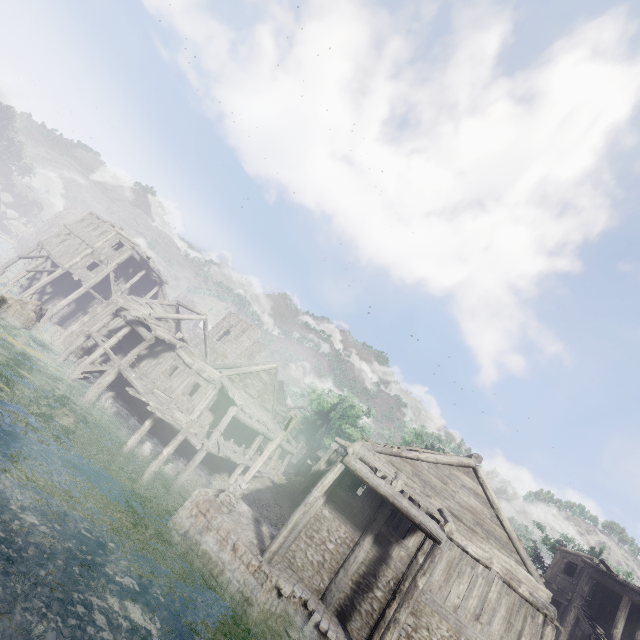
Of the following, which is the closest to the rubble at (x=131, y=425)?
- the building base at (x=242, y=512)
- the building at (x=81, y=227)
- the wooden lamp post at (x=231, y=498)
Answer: the building at (x=81, y=227)

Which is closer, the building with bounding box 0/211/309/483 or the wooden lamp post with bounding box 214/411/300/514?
the wooden lamp post with bounding box 214/411/300/514

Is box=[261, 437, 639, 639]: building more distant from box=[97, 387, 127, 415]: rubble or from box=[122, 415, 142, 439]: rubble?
box=[97, 387, 127, 415]: rubble

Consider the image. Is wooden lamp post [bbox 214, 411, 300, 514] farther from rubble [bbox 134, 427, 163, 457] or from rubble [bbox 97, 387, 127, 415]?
rubble [bbox 97, 387, 127, 415]

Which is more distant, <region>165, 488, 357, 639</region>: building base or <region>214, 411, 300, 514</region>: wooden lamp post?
<region>214, 411, 300, 514</region>: wooden lamp post

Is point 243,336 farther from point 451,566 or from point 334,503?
point 451,566

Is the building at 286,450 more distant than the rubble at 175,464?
Yes
